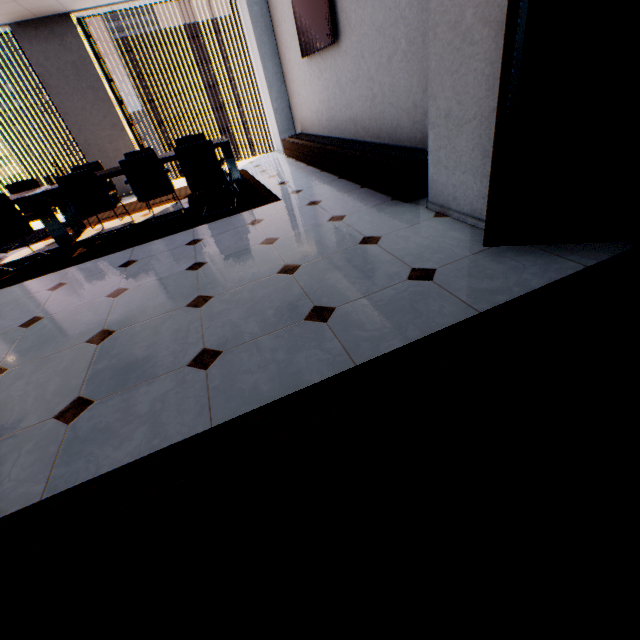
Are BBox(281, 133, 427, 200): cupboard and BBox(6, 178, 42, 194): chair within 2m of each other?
no

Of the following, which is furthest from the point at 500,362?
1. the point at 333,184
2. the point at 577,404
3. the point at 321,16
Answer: the point at 321,16

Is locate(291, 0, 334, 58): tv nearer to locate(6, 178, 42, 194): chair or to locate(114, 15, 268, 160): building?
locate(6, 178, 42, 194): chair

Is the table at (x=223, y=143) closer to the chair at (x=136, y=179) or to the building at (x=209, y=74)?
the chair at (x=136, y=179)

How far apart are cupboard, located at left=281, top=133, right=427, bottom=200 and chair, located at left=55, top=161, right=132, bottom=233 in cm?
308

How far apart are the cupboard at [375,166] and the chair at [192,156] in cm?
146

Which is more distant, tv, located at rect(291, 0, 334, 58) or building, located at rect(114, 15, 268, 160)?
building, located at rect(114, 15, 268, 160)

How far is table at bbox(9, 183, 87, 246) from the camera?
4.42m
